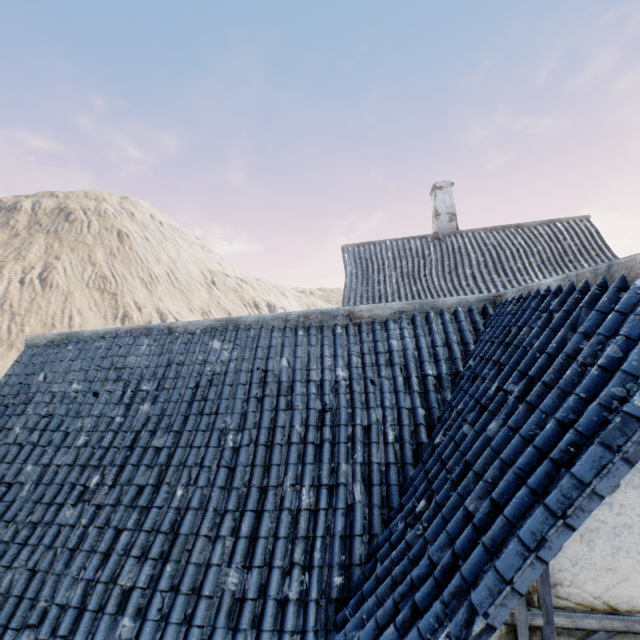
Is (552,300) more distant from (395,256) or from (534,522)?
(395,256)

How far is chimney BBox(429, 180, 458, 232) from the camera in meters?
14.2 m

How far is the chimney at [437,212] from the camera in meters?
14.2
